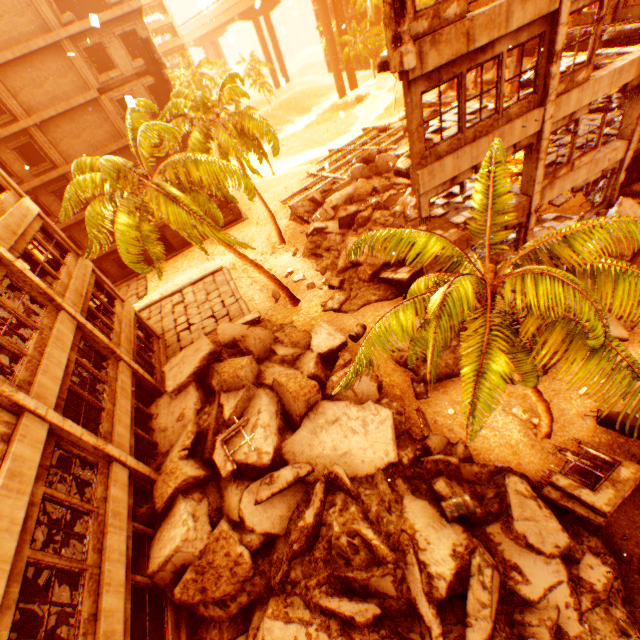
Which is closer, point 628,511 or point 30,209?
point 628,511

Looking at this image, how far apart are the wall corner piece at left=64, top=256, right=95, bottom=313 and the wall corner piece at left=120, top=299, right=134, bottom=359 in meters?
2.2 m

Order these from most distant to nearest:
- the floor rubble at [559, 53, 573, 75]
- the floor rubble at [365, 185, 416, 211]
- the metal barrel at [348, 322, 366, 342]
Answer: the floor rubble at [365, 185, 416, 211] < the metal barrel at [348, 322, 366, 342] < the floor rubble at [559, 53, 573, 75]

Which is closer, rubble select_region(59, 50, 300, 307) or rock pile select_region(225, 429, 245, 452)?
rock pile select_region(225, 429, 245, 452)

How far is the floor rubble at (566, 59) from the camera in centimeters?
1201cm

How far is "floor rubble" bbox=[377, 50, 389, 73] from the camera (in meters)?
8.40

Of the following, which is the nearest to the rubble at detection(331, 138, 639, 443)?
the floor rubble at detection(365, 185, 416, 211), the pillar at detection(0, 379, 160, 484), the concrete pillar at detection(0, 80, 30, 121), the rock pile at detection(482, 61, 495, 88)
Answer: the floor rubble at detection(365, 185, 416, 211)

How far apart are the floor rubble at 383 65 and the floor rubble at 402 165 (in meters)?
2.47
